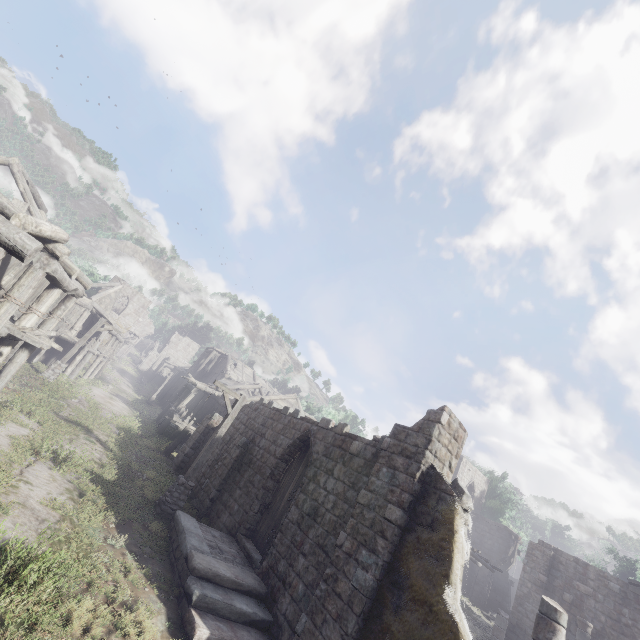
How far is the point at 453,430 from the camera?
8.3m

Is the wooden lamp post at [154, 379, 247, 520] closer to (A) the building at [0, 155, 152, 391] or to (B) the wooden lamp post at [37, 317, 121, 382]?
(A) the building at [0, 155, 152, 391]

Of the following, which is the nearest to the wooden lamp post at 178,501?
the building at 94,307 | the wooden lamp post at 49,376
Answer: the building at 94,307

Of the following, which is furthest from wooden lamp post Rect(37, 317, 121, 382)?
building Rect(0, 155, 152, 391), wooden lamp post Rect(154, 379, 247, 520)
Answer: wooden lamp post Rect(154, 379, 247, 520)

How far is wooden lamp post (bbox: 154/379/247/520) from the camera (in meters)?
11.16
